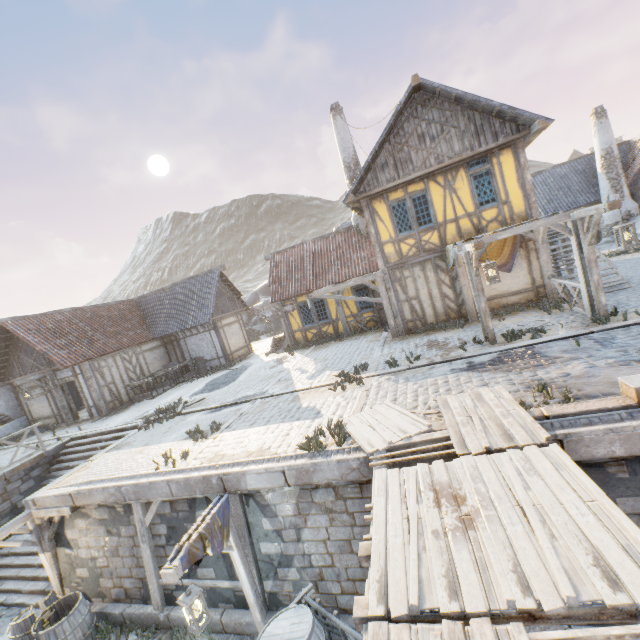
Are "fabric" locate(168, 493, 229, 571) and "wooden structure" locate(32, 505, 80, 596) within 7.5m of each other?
yes

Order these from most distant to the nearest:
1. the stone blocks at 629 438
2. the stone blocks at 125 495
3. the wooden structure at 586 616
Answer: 1. the stone blocks at 125 495
2. the stone blocks at 629 438
3. the wooden structure at 586 616

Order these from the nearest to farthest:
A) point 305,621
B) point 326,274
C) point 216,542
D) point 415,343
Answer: point 305,621 → point 216,542 → point 415,343 → point 326,274

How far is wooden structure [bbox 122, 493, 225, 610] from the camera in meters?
4.9 m

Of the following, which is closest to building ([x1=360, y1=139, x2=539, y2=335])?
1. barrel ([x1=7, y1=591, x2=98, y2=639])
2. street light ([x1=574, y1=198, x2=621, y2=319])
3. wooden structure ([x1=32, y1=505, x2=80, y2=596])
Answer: street light ([x1=574, y1=198, x2=621, y2=319])

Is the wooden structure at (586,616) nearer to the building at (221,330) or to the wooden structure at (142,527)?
the wooden structure at (142,527)

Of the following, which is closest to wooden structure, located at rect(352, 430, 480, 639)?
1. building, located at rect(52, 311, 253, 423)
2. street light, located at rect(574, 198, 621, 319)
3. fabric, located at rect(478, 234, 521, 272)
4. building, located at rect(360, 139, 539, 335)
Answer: street light, located at rect(574, 198, 621, 319)

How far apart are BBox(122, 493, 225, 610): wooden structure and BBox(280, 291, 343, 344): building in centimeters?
1151cm
